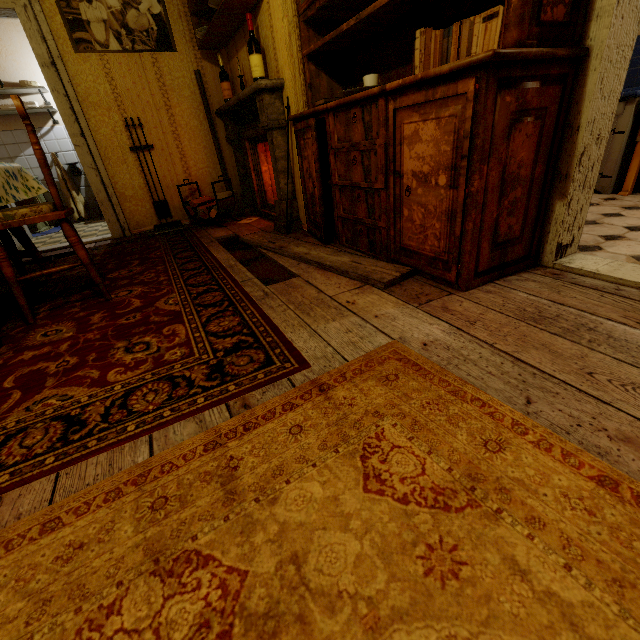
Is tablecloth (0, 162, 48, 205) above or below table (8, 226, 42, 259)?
above

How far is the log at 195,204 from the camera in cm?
380

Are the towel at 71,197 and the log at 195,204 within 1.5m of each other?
no

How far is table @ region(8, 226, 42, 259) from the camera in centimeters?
249cm

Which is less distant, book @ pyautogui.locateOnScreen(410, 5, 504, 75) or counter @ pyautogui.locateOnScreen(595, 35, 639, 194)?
book @ pyautogui.locateOnScreen(410, 5, 504, 75)

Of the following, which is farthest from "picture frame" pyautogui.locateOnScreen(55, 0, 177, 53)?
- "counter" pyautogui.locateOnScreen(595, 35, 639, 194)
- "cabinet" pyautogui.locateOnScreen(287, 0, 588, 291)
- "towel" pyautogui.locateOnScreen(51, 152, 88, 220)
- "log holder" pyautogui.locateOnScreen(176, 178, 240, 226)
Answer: "counter" pyautogui.locateOnScreen(595, 35, 639, 194)

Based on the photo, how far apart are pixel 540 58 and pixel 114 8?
4.1 meters

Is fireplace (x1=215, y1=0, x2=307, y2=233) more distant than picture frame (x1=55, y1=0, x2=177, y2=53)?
No
